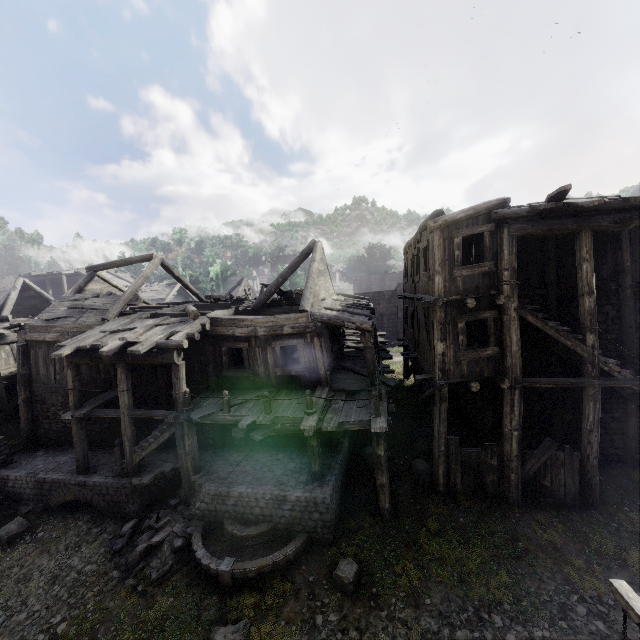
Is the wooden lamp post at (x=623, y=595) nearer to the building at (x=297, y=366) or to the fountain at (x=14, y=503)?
the building at (x=297, y=366)

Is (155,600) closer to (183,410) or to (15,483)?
(183,410)

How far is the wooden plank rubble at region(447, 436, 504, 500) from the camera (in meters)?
10.91

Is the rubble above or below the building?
below

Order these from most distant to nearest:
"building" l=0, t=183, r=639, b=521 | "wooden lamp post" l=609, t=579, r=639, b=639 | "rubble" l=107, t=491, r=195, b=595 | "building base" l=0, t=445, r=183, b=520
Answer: "building base" l=0, t=445, r=183, b=520, "building" l=0, t=183, r=639, b=521, "rubble" l=107, t=491, r=195, b=595, "wooden lamp post" l=609, t=579, r=639, b=639

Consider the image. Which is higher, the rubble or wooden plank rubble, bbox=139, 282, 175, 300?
wooden plank rubble, bbox=139, 282, 175, 300

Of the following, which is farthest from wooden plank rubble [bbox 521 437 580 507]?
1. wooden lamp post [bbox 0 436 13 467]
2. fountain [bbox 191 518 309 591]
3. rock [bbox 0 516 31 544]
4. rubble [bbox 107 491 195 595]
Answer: wooden lamp post [bbox 0 436 13 467]

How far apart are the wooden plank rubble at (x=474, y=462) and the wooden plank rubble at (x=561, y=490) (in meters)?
0.49
